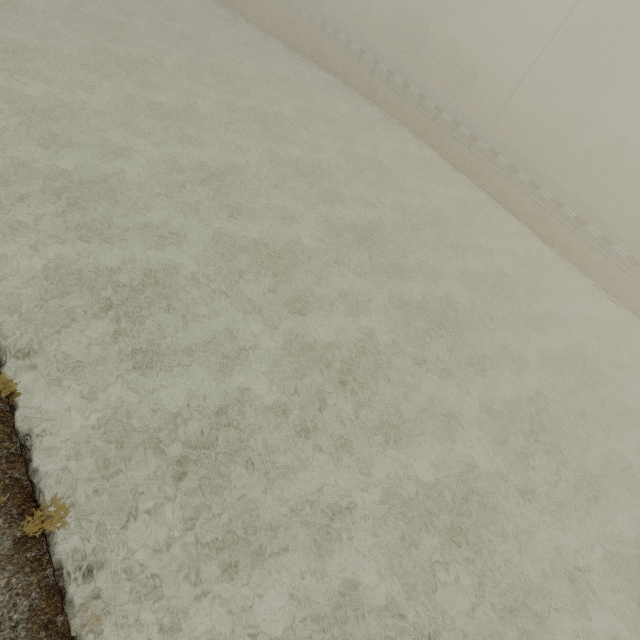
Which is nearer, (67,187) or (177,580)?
(177,580)
